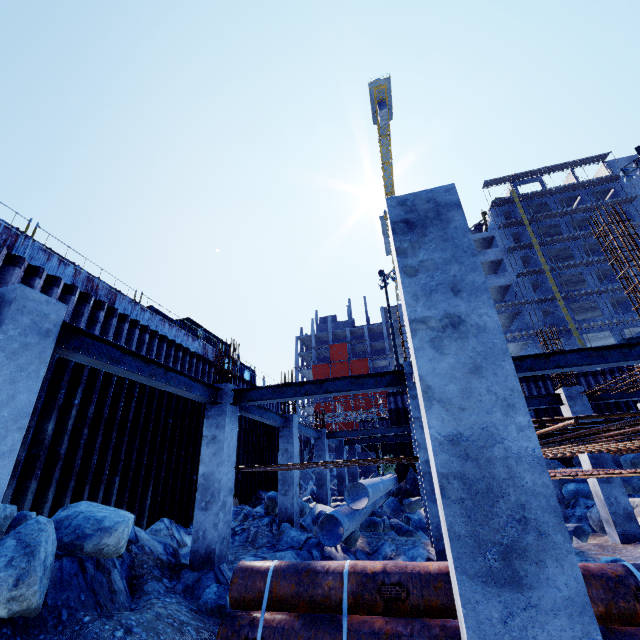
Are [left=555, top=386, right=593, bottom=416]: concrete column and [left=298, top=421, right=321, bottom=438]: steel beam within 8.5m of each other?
no

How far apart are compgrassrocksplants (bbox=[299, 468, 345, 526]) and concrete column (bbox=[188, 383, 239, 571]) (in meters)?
12.65

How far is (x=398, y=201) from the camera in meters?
2.9 m

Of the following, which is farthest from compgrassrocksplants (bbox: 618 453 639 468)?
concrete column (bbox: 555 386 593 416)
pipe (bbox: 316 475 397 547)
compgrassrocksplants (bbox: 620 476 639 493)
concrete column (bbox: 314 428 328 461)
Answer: concrete column (bbox: 314 428 328 461)

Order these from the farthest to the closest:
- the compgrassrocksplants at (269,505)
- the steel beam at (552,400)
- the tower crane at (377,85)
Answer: the tower crane at (377,85), the compgrassrocksplants at (269,505), the steel beam at (552,400)

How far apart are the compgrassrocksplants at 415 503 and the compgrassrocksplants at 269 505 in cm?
955

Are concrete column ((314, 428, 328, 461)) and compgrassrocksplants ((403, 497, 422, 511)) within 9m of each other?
yes

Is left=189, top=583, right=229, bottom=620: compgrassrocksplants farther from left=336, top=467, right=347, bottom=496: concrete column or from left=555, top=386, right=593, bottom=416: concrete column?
left=336, top=467, right=347, bottom=496: concrete column
